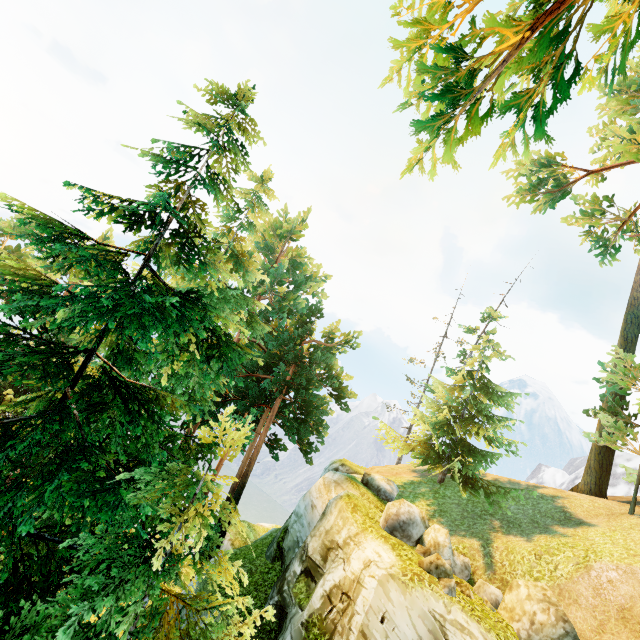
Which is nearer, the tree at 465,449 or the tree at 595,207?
the tree at 465,449

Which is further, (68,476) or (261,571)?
(261,571)

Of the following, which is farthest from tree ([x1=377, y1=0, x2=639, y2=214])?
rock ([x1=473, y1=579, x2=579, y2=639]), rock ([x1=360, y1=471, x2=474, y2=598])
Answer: rock ([x1=473, y1=579, x2=579, y2=639])

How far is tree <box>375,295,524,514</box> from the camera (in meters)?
16.47

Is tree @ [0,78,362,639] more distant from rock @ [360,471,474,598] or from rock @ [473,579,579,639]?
rock @ [473,579,579,639]
